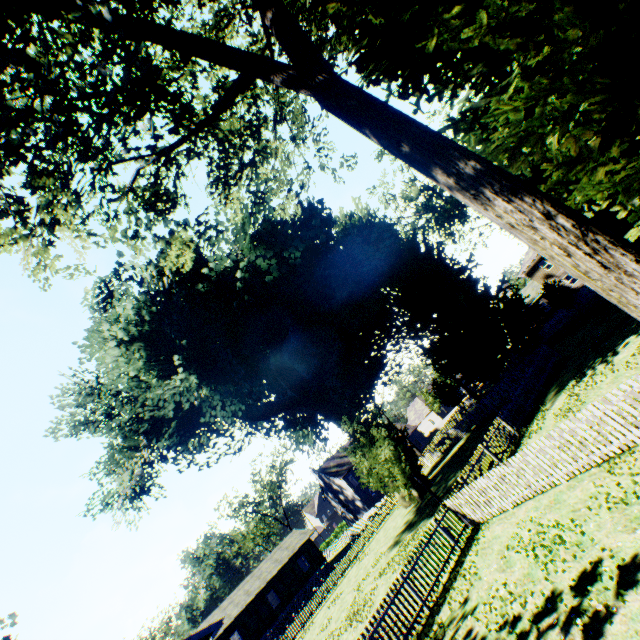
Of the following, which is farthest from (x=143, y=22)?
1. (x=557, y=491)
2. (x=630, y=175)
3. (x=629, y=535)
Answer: (x=557, y=491)

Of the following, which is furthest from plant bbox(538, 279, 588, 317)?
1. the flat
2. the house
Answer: the flat

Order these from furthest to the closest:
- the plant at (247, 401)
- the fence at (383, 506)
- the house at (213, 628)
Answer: the fence at (383, 506) < the house at (213, 628) < the plant at (247, 401)

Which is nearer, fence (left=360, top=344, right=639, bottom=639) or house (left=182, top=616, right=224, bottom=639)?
fence (left=360, top=344, right=639, bottom=639)

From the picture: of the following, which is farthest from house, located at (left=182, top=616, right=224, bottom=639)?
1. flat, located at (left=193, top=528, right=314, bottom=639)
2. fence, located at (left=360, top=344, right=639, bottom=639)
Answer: flat, located at (left=193, top=528, right=314, bottom=639)

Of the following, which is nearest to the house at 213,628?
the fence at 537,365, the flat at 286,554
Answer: the fence at 537,365
